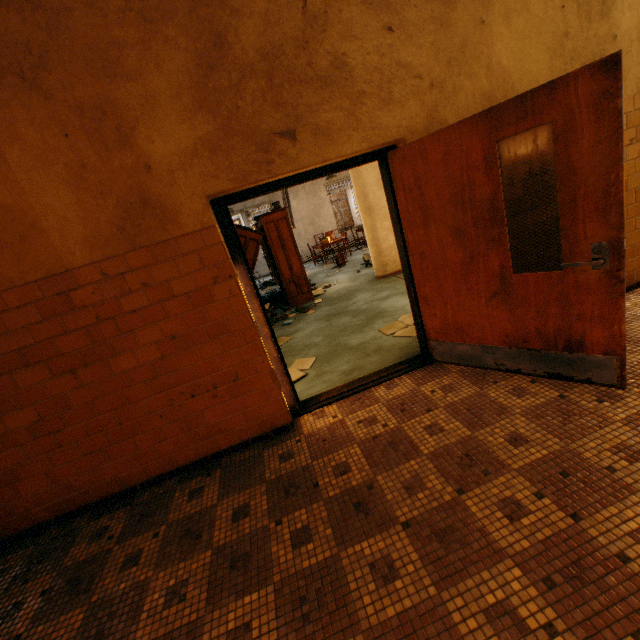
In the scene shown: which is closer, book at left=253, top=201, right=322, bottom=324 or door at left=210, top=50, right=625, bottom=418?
door at left=210, top=50, right=625, bottom=418

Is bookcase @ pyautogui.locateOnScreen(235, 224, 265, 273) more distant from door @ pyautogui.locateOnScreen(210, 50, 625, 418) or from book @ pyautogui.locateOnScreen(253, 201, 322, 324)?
door @ pyautogui.locateOnScreen(210, 50, 625, 418)

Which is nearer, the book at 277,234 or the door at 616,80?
the door at 616,80

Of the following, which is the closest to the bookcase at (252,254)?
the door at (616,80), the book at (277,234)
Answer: the book at (277,234)

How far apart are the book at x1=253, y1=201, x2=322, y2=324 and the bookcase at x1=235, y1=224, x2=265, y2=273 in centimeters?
2cm

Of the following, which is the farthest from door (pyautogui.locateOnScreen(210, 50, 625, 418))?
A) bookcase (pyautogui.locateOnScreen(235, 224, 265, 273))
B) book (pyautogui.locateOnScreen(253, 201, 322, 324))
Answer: bookcase (pyautogui.locateOnScreen(235, 224, 265, 273))

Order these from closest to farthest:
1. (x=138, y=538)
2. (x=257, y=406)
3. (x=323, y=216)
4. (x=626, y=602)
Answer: (x=626, y=602) → (x=138, y=538) → (x=257, y=406) → (x=323, y=216)
